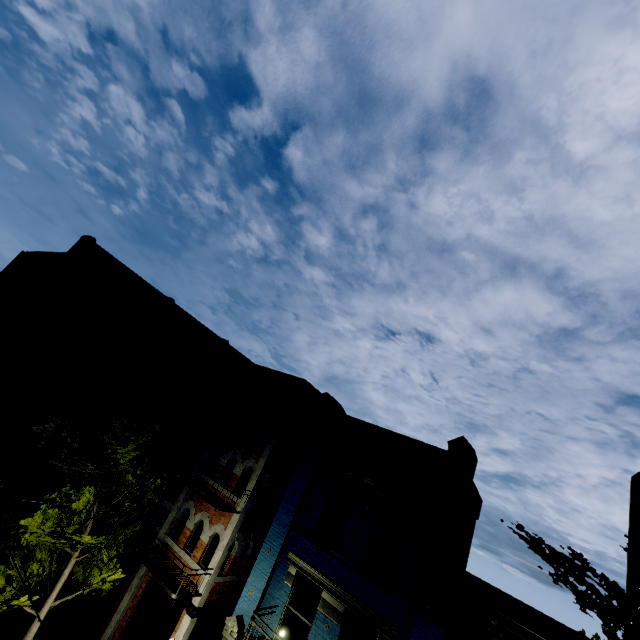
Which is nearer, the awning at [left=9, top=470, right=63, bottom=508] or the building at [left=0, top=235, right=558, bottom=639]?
the building at [left=0, top=235, right=558, bottom=639]

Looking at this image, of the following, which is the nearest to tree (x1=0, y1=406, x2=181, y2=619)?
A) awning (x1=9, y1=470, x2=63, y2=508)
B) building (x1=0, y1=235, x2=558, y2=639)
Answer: building (x1=0, y1=235, x2=558, y2=639)

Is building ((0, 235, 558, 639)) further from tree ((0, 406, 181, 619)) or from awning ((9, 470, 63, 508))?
awning ((9, 470, 63, 508))

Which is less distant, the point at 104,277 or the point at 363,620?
the point at 363,620

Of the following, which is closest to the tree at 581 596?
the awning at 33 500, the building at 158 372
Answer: the building at 158 372
